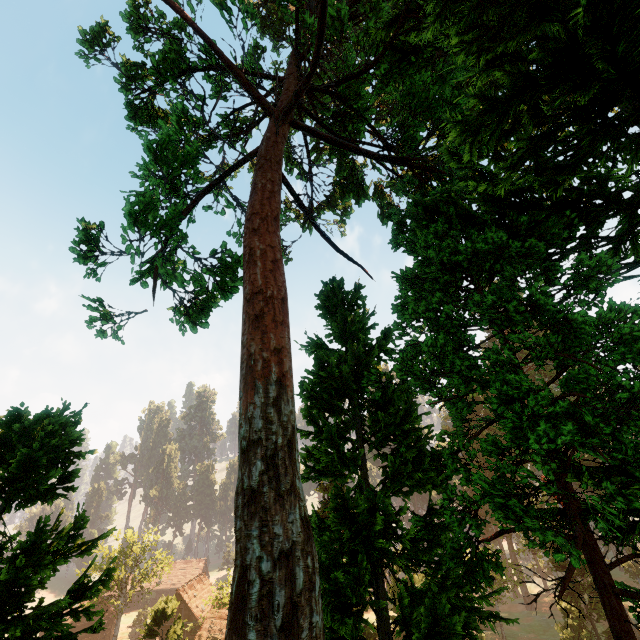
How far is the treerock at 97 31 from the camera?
17.4m

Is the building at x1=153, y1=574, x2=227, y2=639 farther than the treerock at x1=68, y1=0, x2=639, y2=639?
Yes

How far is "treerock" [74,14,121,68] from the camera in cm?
1738

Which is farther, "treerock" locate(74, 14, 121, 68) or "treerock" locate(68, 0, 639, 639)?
"treerock" locate(74, 14, 121, 68)

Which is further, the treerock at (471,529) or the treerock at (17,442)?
the treerock at (17,442)

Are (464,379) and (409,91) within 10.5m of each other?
no

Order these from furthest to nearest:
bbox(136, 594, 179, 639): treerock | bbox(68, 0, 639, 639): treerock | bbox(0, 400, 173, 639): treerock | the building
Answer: the building, bbox(136, 594, 179, 639): treerock, bbox(0, 400, 173, 639): treerock, bbox(68, 0, 639, 639): treerock
